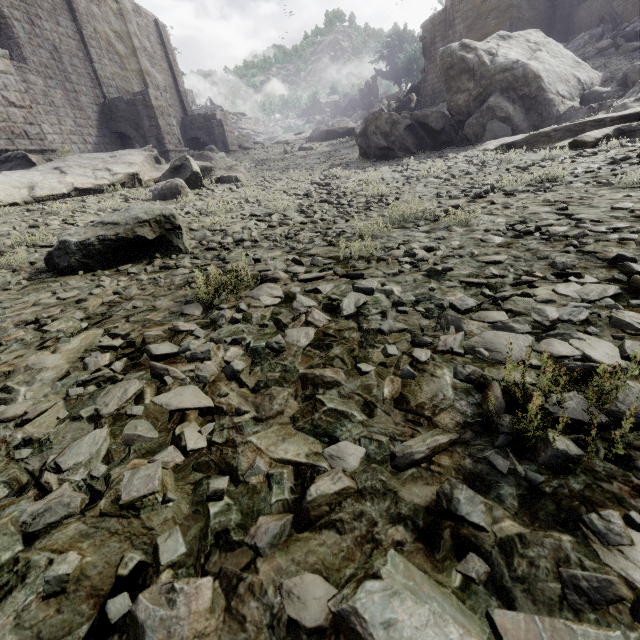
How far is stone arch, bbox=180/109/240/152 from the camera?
Answer: 26.4m

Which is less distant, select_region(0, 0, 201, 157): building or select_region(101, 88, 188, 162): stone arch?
select_region(0, 0, 201, 157): building

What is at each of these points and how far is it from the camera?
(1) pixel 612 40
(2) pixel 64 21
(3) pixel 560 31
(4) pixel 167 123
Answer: (1) rubble, 15.59m
(2) building, 16.75m
(3) column, 22.14m
(4) stone arch, 19.25m

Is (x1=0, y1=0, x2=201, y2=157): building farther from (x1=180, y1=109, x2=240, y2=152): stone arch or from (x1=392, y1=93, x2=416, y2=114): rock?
(x1=392, y1=93, x2=416, y2=114): rock

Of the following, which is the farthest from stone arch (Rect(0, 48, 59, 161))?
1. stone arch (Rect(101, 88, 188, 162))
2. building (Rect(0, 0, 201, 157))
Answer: stone arch (Rect(101, 88, 188, 162))

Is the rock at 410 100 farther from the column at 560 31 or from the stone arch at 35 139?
the stone arch at 35 139

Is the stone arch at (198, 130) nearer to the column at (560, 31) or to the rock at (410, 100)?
the rock at (410, 100)

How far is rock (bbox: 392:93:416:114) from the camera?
33.3 meters
